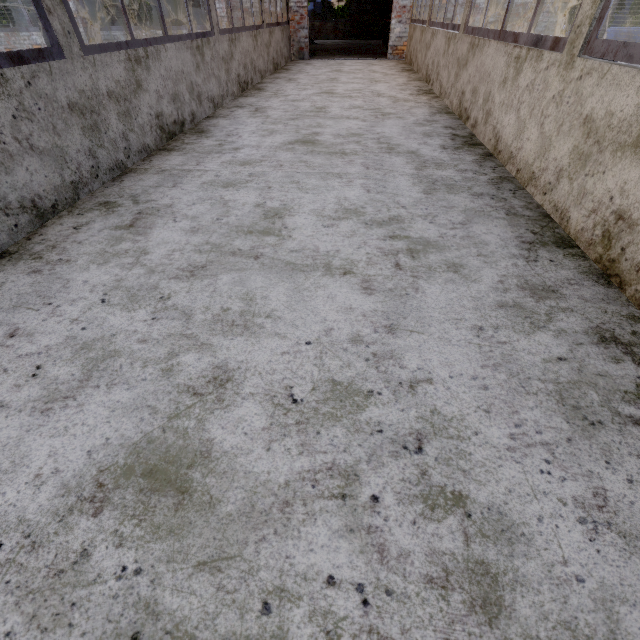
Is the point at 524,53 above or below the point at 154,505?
above

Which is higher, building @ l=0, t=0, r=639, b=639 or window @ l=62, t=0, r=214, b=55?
window @ l=62, t=0, r=214, b=55

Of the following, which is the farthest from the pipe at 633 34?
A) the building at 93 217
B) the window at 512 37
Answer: the window at 512 37

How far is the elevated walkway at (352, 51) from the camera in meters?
10.5

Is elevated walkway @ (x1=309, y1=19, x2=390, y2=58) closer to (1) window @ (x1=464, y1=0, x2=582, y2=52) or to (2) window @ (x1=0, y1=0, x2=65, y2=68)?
(1) window @ (x1=464, y1=0, x2=582, y2=52)

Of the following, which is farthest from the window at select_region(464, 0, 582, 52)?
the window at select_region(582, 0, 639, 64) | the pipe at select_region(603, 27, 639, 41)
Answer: the pipe at select_region(603, 27, 639, 41)

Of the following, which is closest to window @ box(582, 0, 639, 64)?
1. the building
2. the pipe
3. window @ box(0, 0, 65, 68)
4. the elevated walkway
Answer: the building

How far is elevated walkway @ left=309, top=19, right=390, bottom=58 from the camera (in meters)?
10.45
